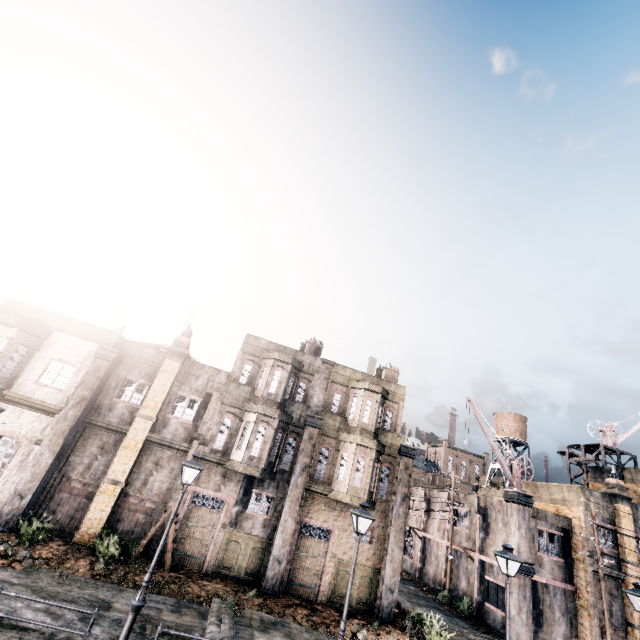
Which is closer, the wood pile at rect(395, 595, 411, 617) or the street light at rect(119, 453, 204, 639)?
the street light at rect(119, 453, 204, 639)

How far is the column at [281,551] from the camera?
17.5 meters

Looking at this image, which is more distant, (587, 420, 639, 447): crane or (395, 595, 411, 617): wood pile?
(587, 420, 639, 447): crane

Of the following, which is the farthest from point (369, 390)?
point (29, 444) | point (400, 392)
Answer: point (29, 444)

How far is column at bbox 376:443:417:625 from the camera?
18.4 meters

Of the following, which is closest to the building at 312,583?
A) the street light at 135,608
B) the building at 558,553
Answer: the building at 558,553

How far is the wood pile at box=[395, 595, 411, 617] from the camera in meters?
19.4

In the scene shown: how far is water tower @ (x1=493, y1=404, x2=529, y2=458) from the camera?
46.4m
